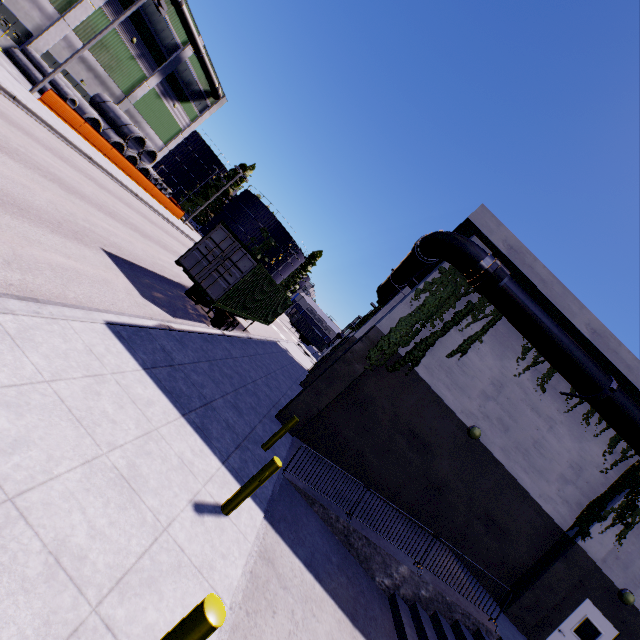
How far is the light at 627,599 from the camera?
10.8m

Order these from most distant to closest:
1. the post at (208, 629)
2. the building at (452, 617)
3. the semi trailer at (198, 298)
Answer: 1. the semi trailer at (198, 298)
2. the building at (452, 617)
3. the post at (208, 629)

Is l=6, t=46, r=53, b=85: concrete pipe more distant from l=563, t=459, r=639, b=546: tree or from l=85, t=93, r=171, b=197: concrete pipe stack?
l=563, t=459, r=639, b=546: tree

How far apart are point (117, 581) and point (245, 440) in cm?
486

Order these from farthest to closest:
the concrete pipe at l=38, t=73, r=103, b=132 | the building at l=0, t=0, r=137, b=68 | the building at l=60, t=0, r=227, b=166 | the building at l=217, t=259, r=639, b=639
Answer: the building at l=60, t=0, r=227, b=166 → the concrete pipe at l=38, t=73, r=103, b=132 → the building at l=0, t=0, r=137, b=68 → the building at l=217, t=259, r=639, b=639

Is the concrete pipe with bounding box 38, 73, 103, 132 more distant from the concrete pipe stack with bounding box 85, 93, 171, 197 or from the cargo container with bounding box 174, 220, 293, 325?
the cargo container with bounding box 174, 220, 293, 325

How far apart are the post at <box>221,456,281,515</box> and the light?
13.73m

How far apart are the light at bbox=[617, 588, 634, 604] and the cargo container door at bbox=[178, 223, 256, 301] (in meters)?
16.31
